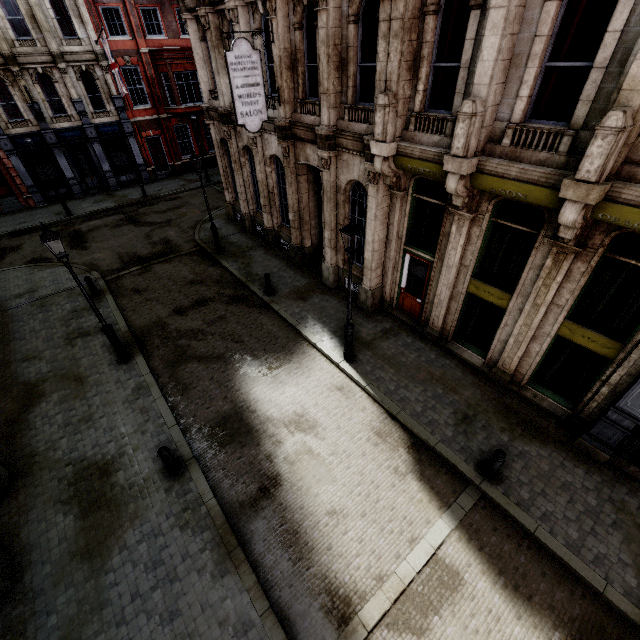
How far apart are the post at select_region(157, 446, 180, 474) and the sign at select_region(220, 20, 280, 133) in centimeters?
1027cm

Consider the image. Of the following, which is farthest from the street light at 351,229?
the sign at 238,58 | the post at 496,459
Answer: the sign at 238,58

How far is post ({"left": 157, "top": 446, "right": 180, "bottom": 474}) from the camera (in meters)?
7.47

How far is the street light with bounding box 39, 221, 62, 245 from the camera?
8.0 meters

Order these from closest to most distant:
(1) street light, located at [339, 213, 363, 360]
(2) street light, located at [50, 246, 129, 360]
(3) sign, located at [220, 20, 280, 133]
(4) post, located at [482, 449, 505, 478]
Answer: → (4) post, located at [482, 449, 505, 478], (1) street light, located at [339, 213, 363, 360], (2) street light, located at [50, 246, 129, 360], (3) sign, located at [220, 20, 280, 133]

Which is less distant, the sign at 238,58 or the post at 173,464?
the post at 173,464

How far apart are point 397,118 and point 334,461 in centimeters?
895cm

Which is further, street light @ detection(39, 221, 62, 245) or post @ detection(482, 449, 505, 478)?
street light @ detection(39, 221, 62, 245)
